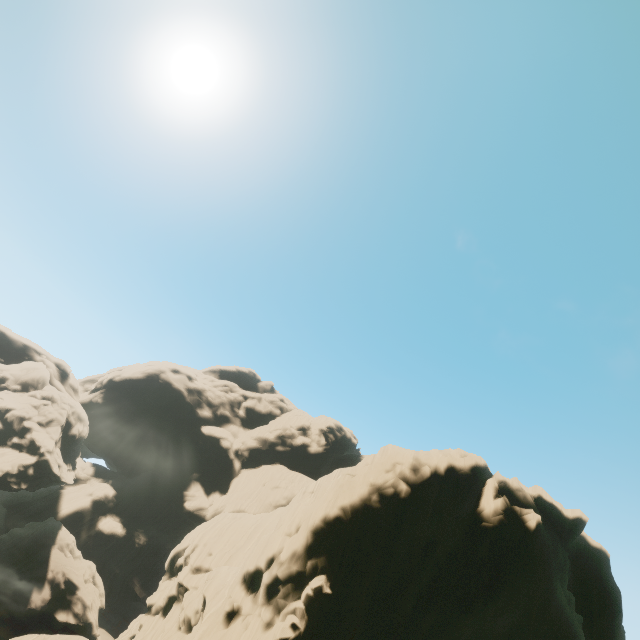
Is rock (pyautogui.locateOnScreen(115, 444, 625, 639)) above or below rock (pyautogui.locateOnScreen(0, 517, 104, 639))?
above

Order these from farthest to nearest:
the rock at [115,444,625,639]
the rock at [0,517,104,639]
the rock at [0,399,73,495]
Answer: the rock at [0,399,73,495] → the rock at [0,517,104,639] → the rock at [115,444,625,639]

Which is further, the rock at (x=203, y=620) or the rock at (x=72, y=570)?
the rock at (x=72, y=570)

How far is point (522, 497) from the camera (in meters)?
24.38

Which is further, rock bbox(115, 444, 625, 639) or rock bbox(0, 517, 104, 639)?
rock bbox(0, 517, 104, 639)
